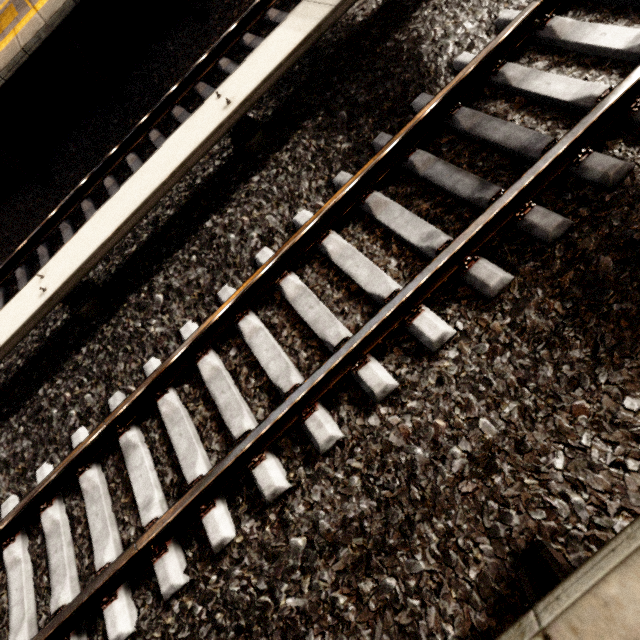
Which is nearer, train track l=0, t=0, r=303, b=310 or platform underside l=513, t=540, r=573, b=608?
platform underside l=513, t=540, r=573, b=608

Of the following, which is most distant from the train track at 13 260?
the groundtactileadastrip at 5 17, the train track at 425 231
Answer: the groundtactileadastrip at 5 17

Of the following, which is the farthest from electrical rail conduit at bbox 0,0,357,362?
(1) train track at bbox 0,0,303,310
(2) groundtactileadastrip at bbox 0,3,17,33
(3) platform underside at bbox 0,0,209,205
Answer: (2) groundtactileadastrip at bbox 0,3,17,33

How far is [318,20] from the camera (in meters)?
2.88

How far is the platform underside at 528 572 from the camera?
1.1 meters

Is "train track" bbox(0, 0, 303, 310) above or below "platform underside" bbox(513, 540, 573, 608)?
below

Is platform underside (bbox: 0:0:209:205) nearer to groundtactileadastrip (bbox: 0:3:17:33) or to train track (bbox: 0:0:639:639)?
groundtactileadastrip (bbox: 0:3:17:33)

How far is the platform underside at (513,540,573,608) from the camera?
1.08m
